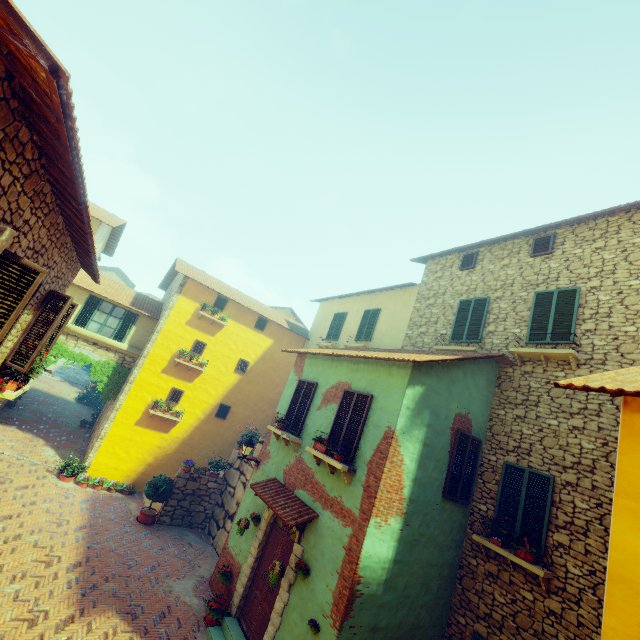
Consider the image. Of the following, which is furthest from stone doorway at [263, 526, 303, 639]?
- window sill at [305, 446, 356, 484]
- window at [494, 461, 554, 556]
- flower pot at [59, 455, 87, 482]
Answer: flower pot at [59, 455, 87, 482]

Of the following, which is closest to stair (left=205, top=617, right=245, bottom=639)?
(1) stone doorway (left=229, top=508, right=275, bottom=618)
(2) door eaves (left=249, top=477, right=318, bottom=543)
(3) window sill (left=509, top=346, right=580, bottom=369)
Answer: (1) stone doorway (left=229, top=508, right=275, bottom=618)

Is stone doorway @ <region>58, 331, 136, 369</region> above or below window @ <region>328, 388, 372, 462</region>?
below

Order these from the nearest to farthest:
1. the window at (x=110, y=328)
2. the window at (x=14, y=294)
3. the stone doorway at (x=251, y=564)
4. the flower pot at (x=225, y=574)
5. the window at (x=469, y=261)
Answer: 1. the window at (x=14, y=294)
2. the stone doorway at (x=251, y=564)
3. the flower pot at (x=225, y=574)
4. the window at (x=469, y=261)
5. the window at (x=110, y=328)

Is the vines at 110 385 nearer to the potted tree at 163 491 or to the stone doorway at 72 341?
the stone doorway at 72 341

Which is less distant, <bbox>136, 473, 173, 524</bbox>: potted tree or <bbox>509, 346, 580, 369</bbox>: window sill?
<bbox>509, 346, 580, 369</bbox>: window sill

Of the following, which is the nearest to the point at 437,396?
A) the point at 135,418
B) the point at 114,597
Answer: the point at 114,597

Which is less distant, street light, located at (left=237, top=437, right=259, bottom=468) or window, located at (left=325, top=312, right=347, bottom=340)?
street light, located at (left=237, top=437, right=259, bottom=468)
